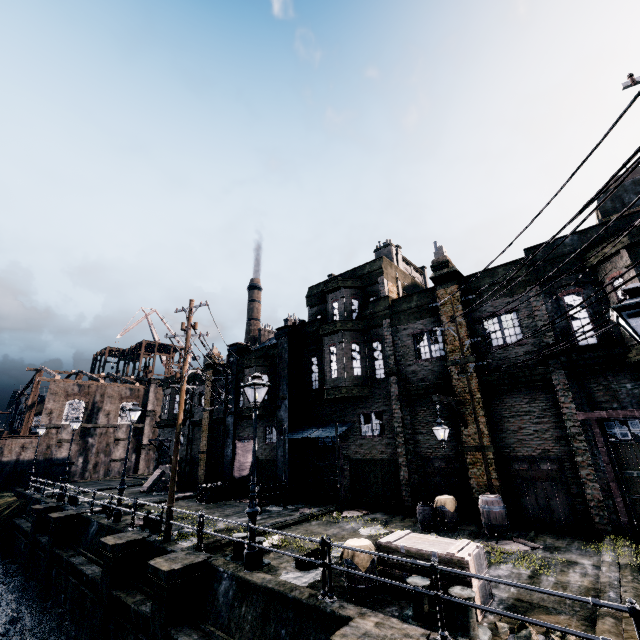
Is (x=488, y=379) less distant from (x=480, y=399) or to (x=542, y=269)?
(x=480, y=399)

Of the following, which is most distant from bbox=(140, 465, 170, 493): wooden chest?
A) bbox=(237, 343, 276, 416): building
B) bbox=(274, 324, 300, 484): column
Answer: bbox=(274, 324, 300, 484): column

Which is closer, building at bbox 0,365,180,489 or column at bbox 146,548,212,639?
column at bbox 146,548,212,639

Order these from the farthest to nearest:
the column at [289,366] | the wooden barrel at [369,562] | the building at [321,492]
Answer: the column at [289,366]
the building at [321,492]
the wooden barrel at [369,562]

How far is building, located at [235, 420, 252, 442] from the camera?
23.7m

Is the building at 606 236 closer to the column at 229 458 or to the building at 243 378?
the column at 229 458

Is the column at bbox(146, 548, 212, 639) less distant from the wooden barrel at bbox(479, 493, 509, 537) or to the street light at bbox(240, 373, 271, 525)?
the street light at bbox(240, 373, 271, 525)

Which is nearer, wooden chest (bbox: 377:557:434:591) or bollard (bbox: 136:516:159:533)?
wooden chest (bbox: 377:557:434:591)
